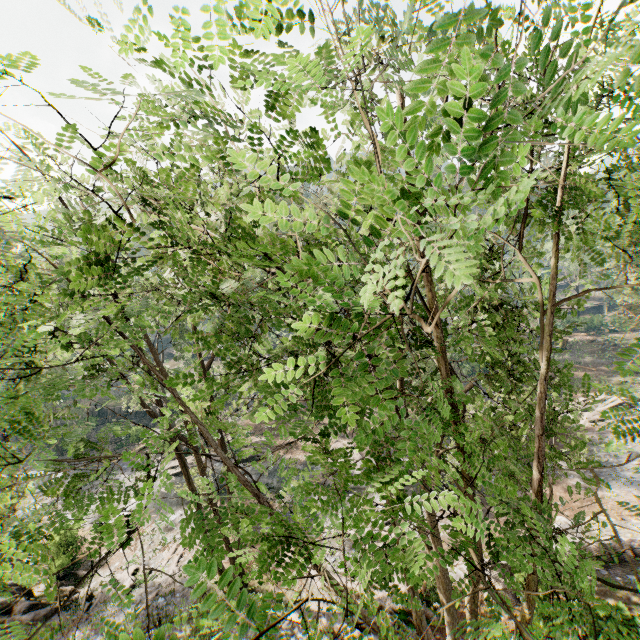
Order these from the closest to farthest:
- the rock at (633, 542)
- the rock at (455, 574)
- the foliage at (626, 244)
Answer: the foliage at (626, 244), the rock at (633, 542), the rock at (455, 574)

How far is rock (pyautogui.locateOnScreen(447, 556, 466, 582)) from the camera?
16.2m

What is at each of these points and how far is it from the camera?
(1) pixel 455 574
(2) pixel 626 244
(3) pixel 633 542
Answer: (1) rock, 16.6 meters
(2) foliage, 12.1 meters
(3) rock, 15.4 meters

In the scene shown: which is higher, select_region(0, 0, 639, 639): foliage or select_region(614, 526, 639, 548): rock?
select_region(0, 0, 639, 639): foliage

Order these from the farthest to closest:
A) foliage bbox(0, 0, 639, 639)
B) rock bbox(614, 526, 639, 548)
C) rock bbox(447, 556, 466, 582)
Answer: rock bbox(447, 556, 466, 582)
rock bbox(614, 526, 639, 548)
foliage bbox(0, 0, 639, 639)

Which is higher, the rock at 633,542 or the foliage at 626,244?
the foliage at 626,244

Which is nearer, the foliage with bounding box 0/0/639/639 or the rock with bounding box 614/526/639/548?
the foliage with bounding box 0/0/639/639

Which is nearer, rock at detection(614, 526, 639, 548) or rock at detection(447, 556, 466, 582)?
rock at detection(614, 526, 639, 548)
